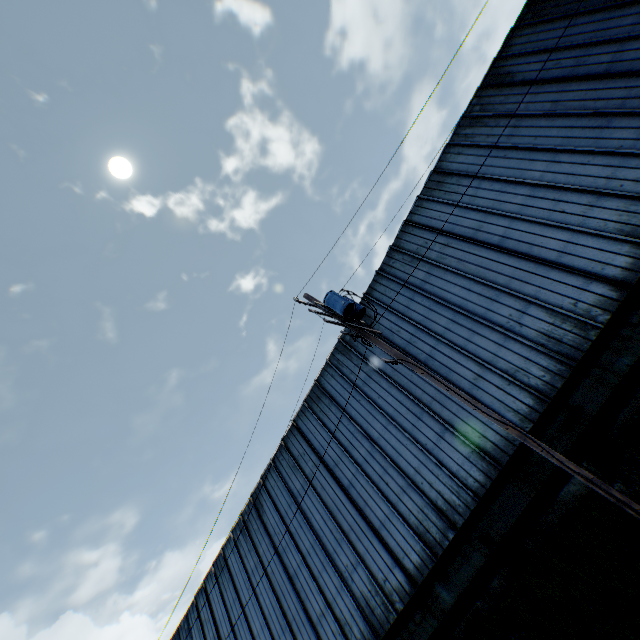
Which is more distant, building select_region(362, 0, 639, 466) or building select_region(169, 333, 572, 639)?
building select_region(169, 333, 572, 639)

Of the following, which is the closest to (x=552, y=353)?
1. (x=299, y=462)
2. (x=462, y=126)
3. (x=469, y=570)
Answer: (x=469, y=570)

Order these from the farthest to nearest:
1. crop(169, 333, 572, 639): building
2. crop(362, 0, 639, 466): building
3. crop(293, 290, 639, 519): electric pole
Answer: crop(169, 333, 572, 639): building
crop(362, 0, 639, 466): building
crop(293, 290, 639, 519): electric pole

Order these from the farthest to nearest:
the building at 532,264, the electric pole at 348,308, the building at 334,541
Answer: the building at 334,541 → the building at 532,264 → the electric pole at 348,308

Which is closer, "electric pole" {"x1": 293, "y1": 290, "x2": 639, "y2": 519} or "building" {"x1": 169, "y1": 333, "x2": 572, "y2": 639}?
"electric pole" {"x1": 293, "y1": 290, "x2": 639, "y2": 519}

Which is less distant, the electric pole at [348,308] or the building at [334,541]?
the electric pole at [348,308]
